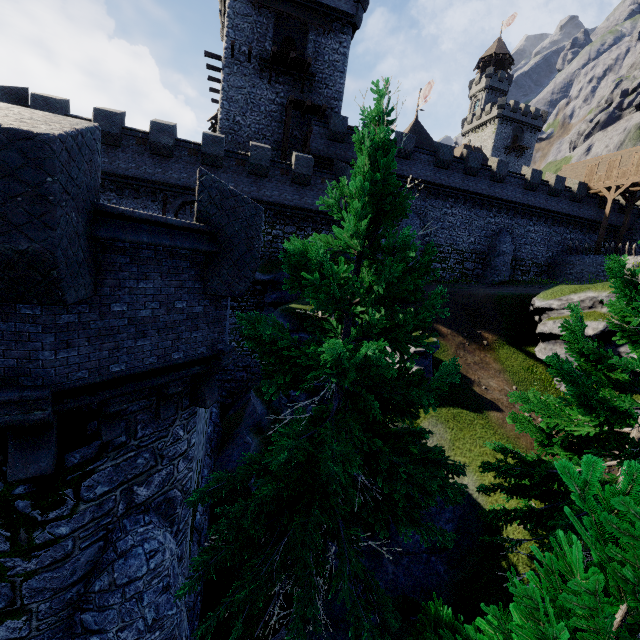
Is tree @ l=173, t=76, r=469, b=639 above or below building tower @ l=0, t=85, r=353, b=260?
below

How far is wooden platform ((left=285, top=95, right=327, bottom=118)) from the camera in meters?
24.4 m

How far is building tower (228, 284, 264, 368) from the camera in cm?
2394

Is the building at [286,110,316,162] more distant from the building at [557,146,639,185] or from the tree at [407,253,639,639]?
the building at [557,146,639,185]

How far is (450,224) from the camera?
30.22m

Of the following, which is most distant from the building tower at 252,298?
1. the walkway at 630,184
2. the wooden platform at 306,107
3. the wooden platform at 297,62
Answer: the walkway at 630,184

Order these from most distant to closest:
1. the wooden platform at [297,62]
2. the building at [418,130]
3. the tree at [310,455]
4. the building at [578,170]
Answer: the building at [418,130] → the building at [578,170] → the wooden platform at [297,62] → the tree at [310,455]

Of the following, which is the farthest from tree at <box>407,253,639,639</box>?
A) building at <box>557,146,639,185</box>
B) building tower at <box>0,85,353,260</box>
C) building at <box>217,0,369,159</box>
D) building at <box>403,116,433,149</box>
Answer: building at <box>557,146,639,185</box>
